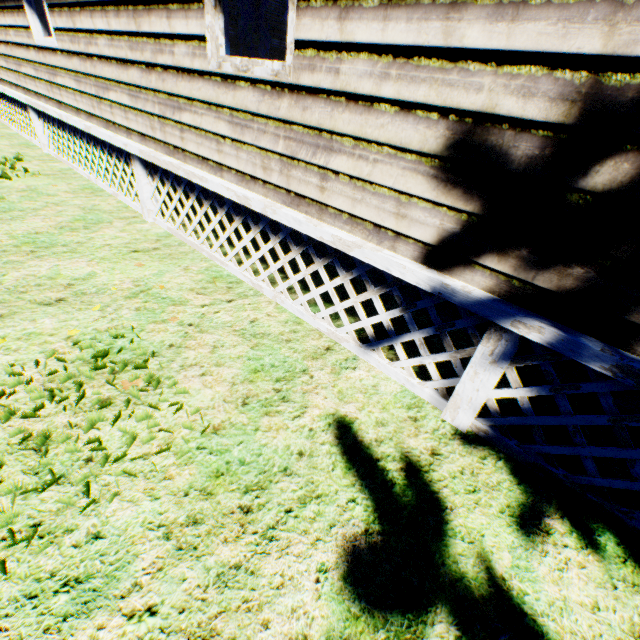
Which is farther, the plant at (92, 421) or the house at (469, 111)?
the plant at (92, 421)

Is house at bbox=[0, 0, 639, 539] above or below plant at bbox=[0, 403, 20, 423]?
above

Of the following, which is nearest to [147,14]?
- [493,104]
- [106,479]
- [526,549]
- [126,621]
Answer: [493,104]

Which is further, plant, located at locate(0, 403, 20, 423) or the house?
plant, located at locate(0, 403, 20, 423)

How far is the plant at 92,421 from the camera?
2.02m

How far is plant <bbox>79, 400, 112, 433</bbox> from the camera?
2.0 meters
